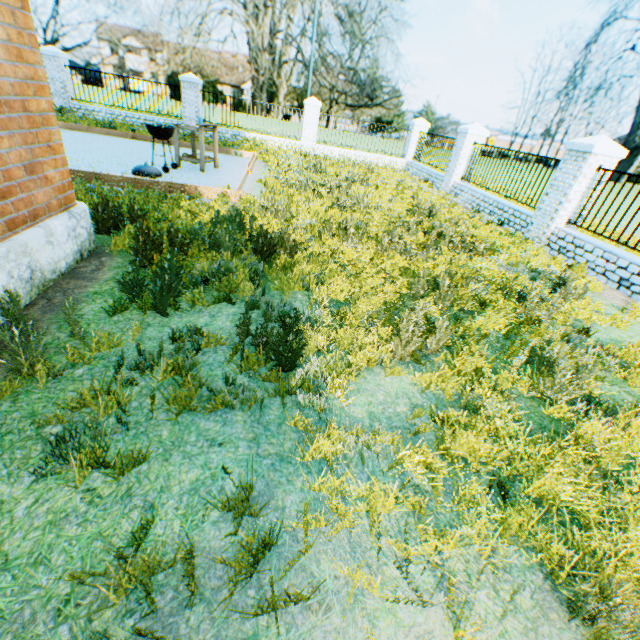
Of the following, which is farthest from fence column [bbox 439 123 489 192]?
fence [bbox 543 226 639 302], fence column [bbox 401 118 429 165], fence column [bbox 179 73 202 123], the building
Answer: the building

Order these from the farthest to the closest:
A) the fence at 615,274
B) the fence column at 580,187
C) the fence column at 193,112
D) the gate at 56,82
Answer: the fence column at 193,112
the gate at 56,82
the fence column at 580,187
the fence at 615,274

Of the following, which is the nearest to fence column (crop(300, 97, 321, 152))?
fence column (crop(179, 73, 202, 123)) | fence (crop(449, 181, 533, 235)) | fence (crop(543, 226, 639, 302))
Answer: fence column (crop(179, 73, 202, 123))

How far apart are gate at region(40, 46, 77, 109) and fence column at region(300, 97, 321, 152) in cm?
1035

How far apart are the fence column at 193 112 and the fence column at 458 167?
11.4 meters

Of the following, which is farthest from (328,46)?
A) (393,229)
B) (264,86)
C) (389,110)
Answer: (393,229)

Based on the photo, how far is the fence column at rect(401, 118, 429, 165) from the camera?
16.2m

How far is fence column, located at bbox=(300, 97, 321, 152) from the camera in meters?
15.3
